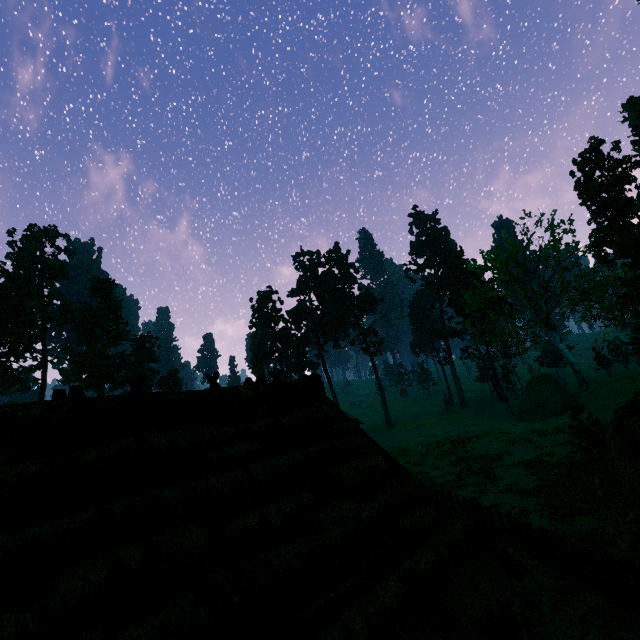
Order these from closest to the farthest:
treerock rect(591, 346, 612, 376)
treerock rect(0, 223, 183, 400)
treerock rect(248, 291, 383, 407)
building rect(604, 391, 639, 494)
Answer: building rect(604, 391, 639, 494), treerock rect(591, 346, 612, 376), treerock rect(0, 223, 183, 400), treerock rect(248, 291, 383, 407)

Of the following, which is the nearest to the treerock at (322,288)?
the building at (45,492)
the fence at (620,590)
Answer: the building at (45,492)

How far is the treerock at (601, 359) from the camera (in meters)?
40.44

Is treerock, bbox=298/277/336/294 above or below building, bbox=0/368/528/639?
above

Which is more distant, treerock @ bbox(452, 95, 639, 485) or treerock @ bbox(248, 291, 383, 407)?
treerock @ bbox(248, 291, 383, 407)

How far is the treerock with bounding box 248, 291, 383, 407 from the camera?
54.19m

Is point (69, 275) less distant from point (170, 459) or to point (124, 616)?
point (170, 459)
